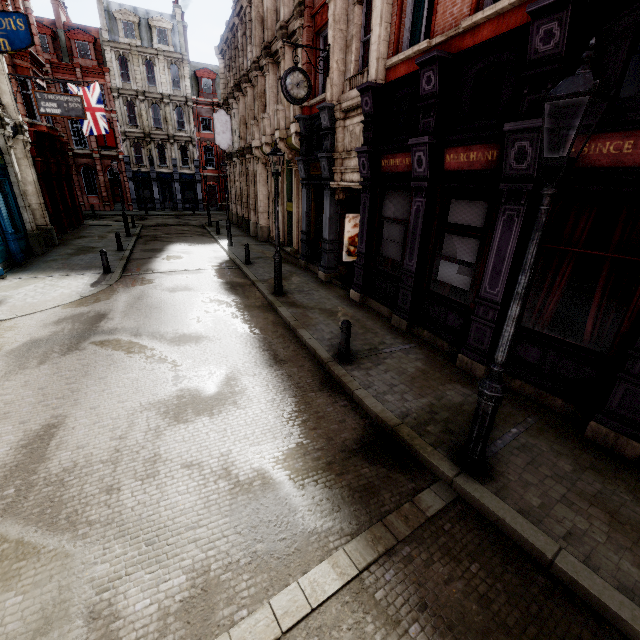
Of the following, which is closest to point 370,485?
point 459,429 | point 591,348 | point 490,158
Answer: point 459,429

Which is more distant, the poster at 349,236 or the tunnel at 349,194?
the poster at 349,236

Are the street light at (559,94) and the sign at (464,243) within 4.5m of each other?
yes

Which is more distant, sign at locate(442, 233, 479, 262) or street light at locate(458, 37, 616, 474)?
sign at locate(442, 233, 479, 262)

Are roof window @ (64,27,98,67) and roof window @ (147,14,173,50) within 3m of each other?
no

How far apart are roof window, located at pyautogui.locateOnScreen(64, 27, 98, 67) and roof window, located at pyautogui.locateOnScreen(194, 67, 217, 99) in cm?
949

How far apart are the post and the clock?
8.1 meters

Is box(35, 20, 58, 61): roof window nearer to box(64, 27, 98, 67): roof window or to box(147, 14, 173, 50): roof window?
box(64, 27, 98, 67): roof window
